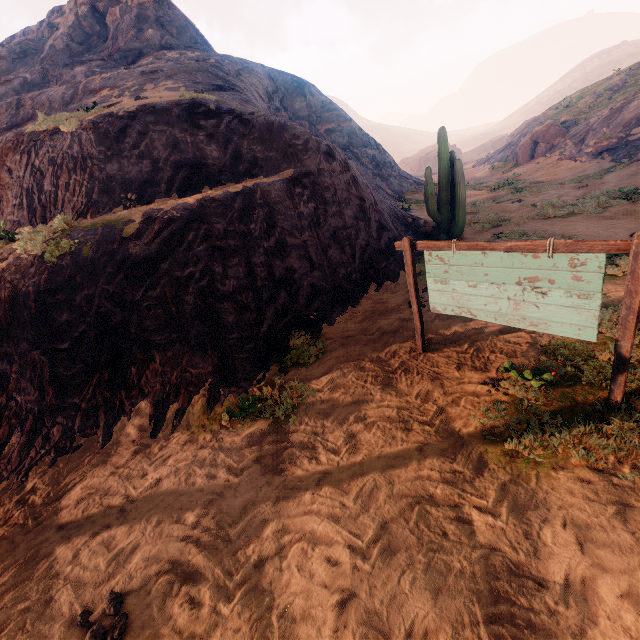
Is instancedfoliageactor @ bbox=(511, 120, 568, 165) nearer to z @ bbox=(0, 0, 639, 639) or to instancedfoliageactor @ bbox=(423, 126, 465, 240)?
z @ bbox=(0, 0, 639, 639)

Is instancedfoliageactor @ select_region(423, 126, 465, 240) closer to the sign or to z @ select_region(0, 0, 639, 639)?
z @ select_region(0, 0, 639, 639)

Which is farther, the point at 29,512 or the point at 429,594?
the point at 29,512

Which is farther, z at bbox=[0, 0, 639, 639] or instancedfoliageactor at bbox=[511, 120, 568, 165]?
instancedfoliageactor at bbox=[511, 120, 568, 165]

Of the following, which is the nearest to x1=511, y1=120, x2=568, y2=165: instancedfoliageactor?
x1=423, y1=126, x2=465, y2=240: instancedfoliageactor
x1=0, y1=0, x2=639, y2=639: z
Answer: x1=0, y1=0, x2=639, y2=639: z

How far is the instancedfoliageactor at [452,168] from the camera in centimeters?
1152cm

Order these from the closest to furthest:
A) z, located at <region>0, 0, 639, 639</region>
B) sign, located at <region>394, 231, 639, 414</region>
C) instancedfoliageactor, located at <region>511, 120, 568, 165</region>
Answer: z, located at <region>0, 0, 639, 639</region>
sign, located at <region>394, 231, 639, 414</region>
instancedfoliageactor, located at <region>511, 120, 568, 165</region>

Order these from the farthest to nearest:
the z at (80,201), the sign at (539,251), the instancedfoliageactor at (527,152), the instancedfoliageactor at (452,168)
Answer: the instancedfoliageactor at (527,152) → the instancedfoliageactor at (452,168) → the sign at (539,251) → the z at (80,201)
